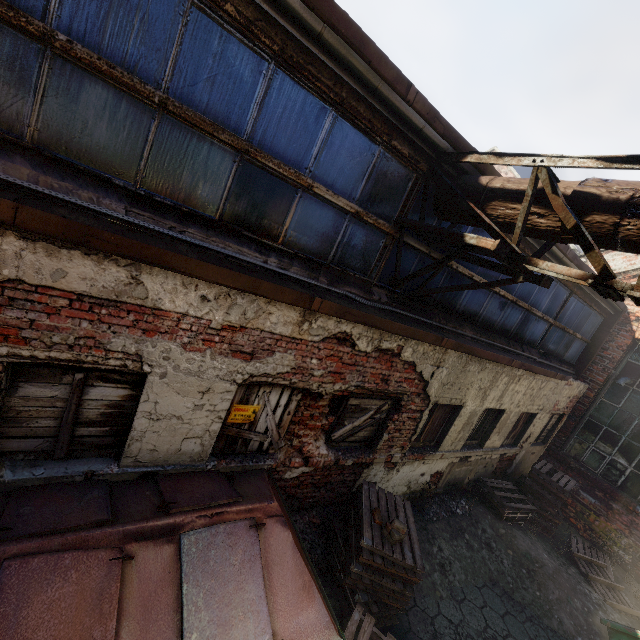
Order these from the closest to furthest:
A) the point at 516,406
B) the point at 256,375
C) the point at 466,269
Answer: the point at 256,375, the point at 466,269, the point at 516,406

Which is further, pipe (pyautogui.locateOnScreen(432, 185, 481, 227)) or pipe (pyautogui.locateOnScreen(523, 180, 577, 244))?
pipe (pyautogui.locateOnScreen(432, 185, 481, 227))

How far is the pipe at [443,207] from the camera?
4.2m

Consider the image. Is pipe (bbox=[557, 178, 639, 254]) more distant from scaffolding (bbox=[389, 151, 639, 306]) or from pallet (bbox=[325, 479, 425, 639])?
pallet (bbox=[325, 479, 425, 639])

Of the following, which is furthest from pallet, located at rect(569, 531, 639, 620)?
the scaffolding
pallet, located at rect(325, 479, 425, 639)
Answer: the scaffolding

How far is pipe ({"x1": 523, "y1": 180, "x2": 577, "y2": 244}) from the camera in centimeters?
323cm

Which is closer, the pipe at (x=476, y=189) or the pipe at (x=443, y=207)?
the pipe at (x=476, y=189)

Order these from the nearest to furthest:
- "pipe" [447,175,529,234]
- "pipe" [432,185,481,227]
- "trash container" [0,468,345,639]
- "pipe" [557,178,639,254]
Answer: "trash container" [0,468,345,639] < "pipe" [557,178,639,254] < "pipe" [447,175,529,234] < "pipe" [432,185,481,227]
